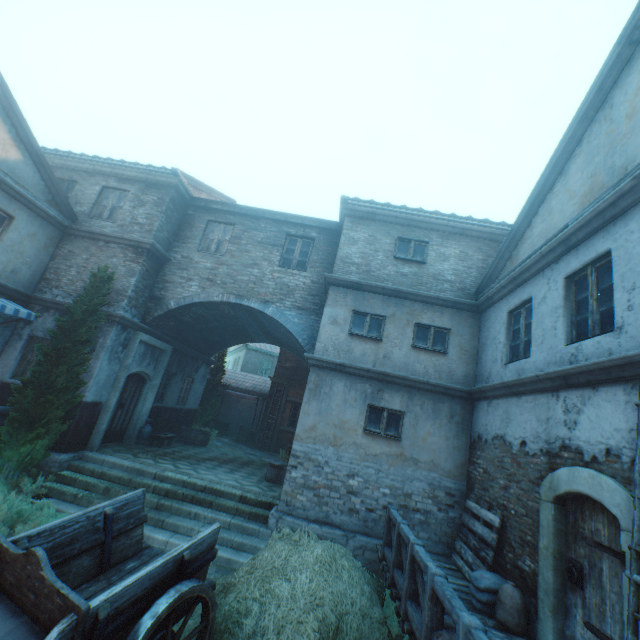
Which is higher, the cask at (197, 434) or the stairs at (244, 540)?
the cask at (197, 434)

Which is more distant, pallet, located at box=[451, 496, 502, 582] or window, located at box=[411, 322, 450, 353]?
window, located at box=[411, 322, 450, 353]

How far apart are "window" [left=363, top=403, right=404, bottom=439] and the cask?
8.7m

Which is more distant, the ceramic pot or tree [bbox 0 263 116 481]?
the ceramic pot

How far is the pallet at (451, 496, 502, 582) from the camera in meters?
6.1 m

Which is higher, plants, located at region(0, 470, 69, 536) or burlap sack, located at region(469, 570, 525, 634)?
burlap sack, located at region(469, 570, 525, 634)

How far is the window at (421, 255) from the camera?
9.88m

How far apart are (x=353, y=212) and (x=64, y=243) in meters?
9.5 m
